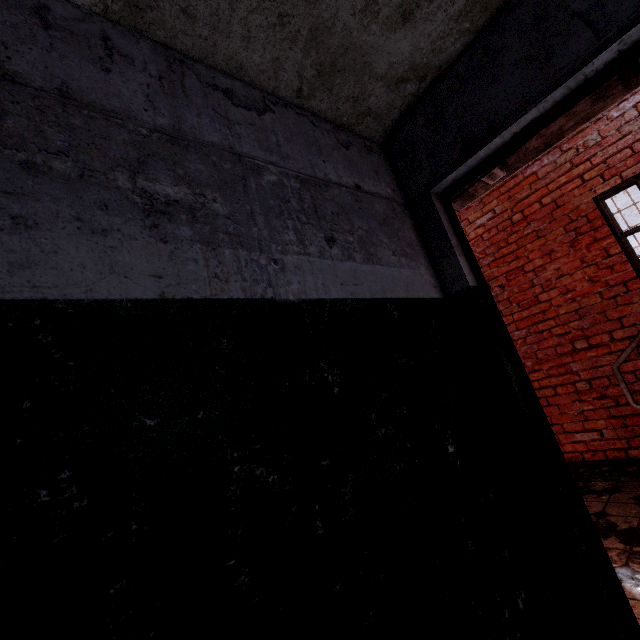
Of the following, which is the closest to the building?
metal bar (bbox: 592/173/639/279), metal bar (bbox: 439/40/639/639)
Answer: metal bar (bbox: 439/40/639/639)

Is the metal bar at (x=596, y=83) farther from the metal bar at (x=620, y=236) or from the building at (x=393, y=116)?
the metal bar at (x=620, y=236)

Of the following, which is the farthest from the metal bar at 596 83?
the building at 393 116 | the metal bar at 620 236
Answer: the metal bar at 620 236

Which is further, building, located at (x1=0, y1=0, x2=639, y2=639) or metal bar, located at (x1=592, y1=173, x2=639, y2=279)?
metal bar, located at (x1=592, y1=173, x2=639, y2=279)

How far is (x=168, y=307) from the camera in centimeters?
87cm

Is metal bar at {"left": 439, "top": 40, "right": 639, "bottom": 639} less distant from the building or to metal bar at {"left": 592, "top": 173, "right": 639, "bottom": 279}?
the building

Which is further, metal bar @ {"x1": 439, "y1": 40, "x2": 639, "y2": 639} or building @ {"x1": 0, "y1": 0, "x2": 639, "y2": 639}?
metal bar @ {"x1": 439, "y1": 40, "x2": 639, "y2": 639}
